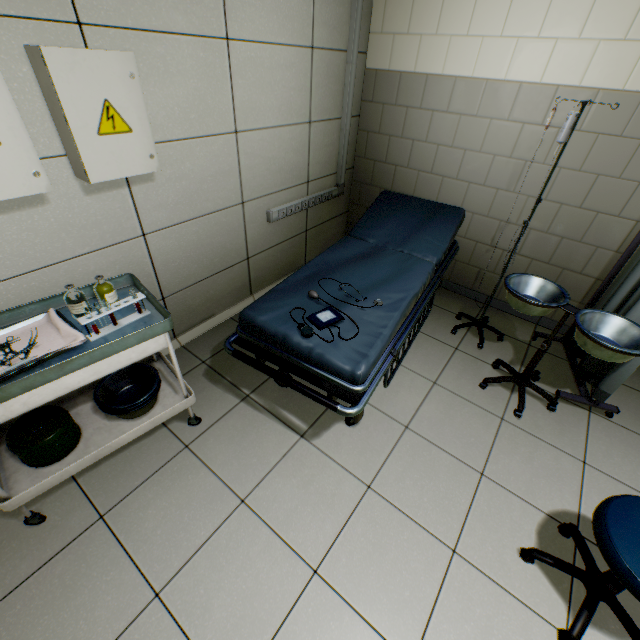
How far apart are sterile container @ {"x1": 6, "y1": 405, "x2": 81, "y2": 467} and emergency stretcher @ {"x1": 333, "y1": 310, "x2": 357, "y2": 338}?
0.9m

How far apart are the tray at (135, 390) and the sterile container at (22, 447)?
0.1m

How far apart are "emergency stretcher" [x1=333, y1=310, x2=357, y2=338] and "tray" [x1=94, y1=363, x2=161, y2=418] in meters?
0.5 m

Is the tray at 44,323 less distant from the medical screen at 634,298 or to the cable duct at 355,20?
the cable duct at 355,20

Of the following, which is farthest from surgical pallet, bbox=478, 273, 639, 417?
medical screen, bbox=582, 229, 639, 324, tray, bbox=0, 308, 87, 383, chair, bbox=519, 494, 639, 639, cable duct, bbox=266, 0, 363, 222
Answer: tray, bbox=0, 308, 87, 383

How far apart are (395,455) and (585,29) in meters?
3.0

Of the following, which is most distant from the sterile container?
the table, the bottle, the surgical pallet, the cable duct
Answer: the surgical pallet

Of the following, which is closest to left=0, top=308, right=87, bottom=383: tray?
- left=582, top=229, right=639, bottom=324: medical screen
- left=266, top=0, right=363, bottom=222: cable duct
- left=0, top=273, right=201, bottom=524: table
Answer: left=0, top=273, right=201, bottom=524: table
